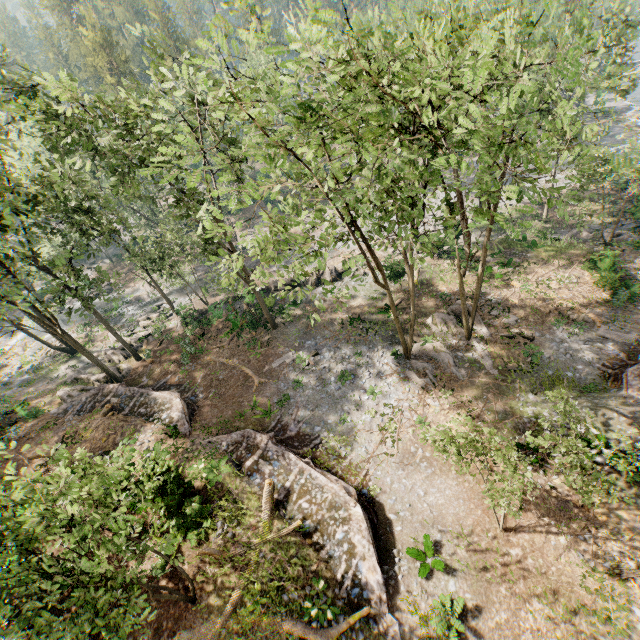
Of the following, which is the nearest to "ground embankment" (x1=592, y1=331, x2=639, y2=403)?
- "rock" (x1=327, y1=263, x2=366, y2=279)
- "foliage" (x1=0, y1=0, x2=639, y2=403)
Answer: "foliage" (x1=0, y1=0, x2=639, y2=403)

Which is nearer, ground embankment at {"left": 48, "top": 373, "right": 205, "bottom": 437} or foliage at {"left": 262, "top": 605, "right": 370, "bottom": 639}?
foliage at {"left": 262, "top": 605, "right": 370, "bottom": 639}

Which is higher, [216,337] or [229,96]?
[229,96]

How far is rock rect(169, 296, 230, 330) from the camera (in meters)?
29.64

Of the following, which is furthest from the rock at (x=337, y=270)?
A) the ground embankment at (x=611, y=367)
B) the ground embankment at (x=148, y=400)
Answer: the ground embankment at (x=611, y=367)

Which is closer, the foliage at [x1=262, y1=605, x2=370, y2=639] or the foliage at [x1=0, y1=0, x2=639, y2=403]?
the foliage at [x1=0, y1=0, x2=639, y2=403]

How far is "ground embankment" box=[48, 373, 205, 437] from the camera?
21.0m
